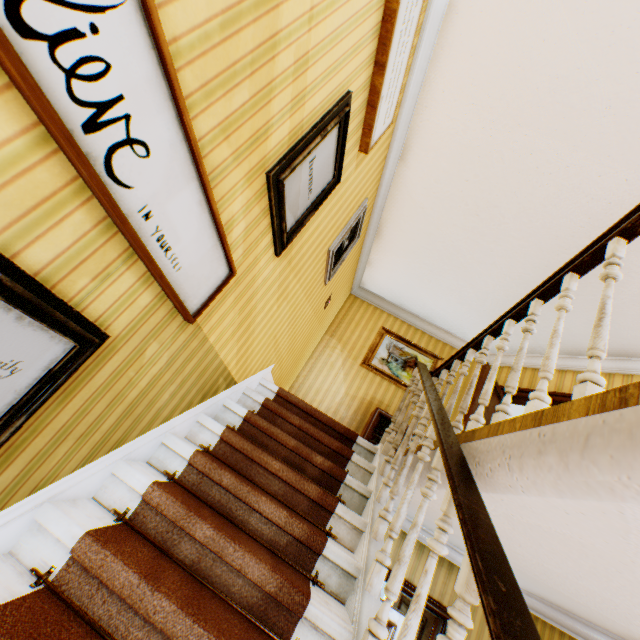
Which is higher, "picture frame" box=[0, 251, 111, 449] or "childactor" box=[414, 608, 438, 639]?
"picture frame" box=[0, 251, 111, 449]

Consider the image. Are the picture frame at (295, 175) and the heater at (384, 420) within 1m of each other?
no

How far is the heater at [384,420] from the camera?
5.3 meters

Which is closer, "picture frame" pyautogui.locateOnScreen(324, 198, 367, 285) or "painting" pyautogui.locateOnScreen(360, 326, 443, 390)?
"picture frame" pyautogui.locateOnScreen(324, 198, 367, 285)

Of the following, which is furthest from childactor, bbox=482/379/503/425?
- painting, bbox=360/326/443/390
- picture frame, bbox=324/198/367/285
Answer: picture frame, bbox=324/198/367/285

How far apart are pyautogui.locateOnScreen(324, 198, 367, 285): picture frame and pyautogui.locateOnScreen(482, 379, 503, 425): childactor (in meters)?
2.86

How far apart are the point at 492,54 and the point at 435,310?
4.16m

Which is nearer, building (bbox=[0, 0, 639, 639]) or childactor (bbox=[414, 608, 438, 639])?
building (bbox=[0, 0, 639, 639])
